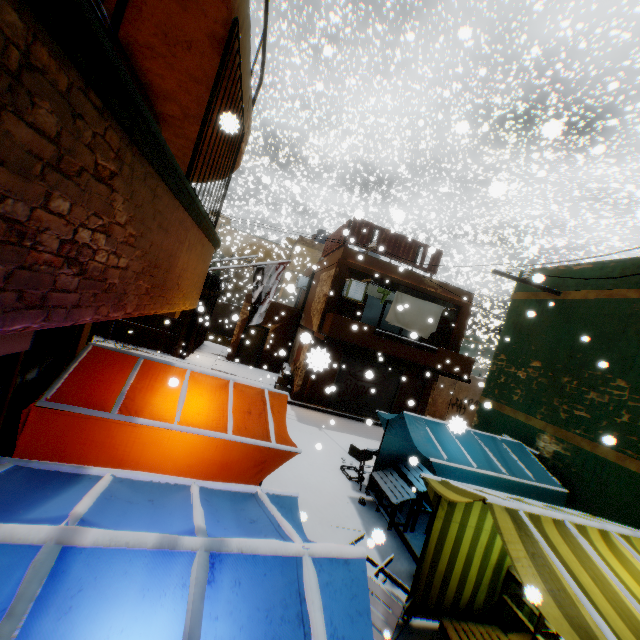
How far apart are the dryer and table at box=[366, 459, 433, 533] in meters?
0.4 m

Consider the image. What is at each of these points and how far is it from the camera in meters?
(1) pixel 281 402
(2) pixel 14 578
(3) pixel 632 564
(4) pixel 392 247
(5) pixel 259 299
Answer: (1) tent, 5.5
(2) tent, 1.4
(3) tent, 3.4
(4) wooden shield, 14.3
(5) flag, 8.9

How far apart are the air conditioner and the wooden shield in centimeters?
61cm

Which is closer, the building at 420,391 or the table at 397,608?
the table at 397,608

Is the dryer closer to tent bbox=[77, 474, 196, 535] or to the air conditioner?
the air conditioner

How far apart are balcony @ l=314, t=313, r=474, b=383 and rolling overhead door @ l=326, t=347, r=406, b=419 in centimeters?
3cm

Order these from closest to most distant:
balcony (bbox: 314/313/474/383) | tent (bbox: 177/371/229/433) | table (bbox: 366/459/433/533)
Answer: tent (bbox: 177/371/229/433) → table (bbox: 366/459/433/533) → balcony (bbox: 314/313/474/383)

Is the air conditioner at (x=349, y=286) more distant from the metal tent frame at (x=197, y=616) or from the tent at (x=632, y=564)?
the metal tent frame at (x=197, y=616)
